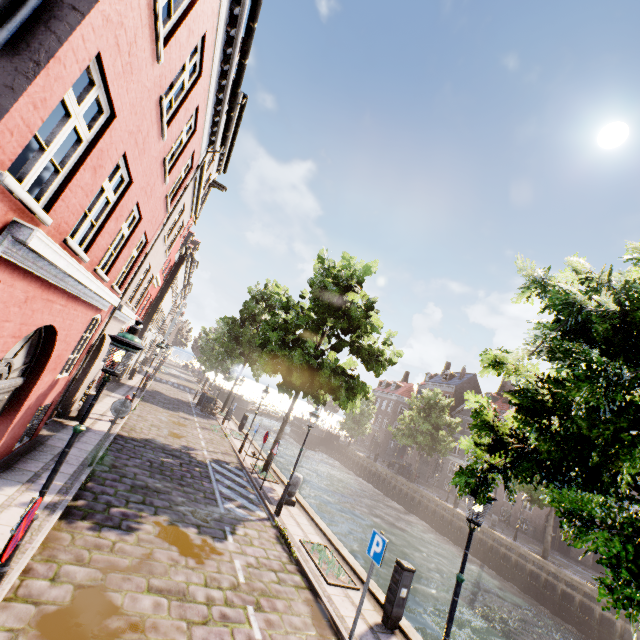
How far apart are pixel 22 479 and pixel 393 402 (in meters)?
55.46

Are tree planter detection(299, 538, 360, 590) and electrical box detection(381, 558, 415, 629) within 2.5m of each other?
yes

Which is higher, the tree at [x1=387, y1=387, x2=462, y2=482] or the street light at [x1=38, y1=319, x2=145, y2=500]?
the tree at [x1=387, y1=387, x2=462, y2=482]

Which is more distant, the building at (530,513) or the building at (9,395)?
the building at (530,513)

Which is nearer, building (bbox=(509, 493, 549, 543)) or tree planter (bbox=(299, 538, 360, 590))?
tree planter (bbox=(299, 538, 360, 590))

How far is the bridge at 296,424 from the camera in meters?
48.2 m

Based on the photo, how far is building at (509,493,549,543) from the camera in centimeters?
3086cm

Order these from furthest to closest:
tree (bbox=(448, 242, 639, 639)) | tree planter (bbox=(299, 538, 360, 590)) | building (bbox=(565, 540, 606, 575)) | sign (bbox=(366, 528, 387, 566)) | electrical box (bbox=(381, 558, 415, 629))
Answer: building (bbox=(565, 540, 606, 575)), tree planter (bbox=(299, 538, 360, 590)), electrical box (bbox=(381, 558, 415, 629)), sign (bbox=(366, 528, 387, 566)), tree (bbox=(448, 242, 639, 639))
